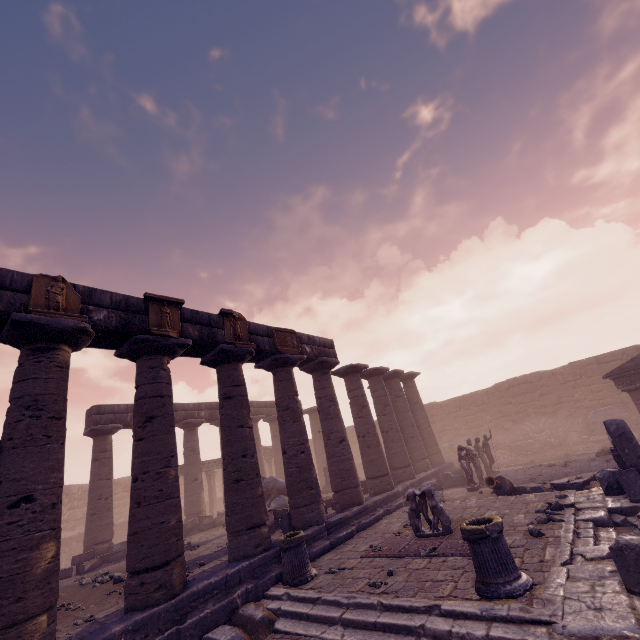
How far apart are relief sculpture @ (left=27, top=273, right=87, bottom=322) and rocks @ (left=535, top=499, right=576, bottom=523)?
11.54m

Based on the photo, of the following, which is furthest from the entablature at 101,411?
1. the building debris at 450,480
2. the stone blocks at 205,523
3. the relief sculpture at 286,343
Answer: the building debris at 450,480

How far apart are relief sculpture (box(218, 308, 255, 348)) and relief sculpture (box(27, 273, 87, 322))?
3.52m

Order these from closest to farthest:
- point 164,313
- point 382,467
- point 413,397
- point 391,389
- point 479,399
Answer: point 164,313, point 382,467, point 391,389, point 413,397, point 479,399

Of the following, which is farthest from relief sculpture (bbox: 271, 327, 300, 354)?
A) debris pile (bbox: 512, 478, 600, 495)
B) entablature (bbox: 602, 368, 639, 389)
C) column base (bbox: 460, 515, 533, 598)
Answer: entablature (bbox: 602, 368, 639, 389)

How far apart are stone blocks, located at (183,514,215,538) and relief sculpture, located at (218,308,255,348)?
10.4 meters

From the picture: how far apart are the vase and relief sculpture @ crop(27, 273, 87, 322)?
12.8 meters

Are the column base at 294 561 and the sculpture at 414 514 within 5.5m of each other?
yes
